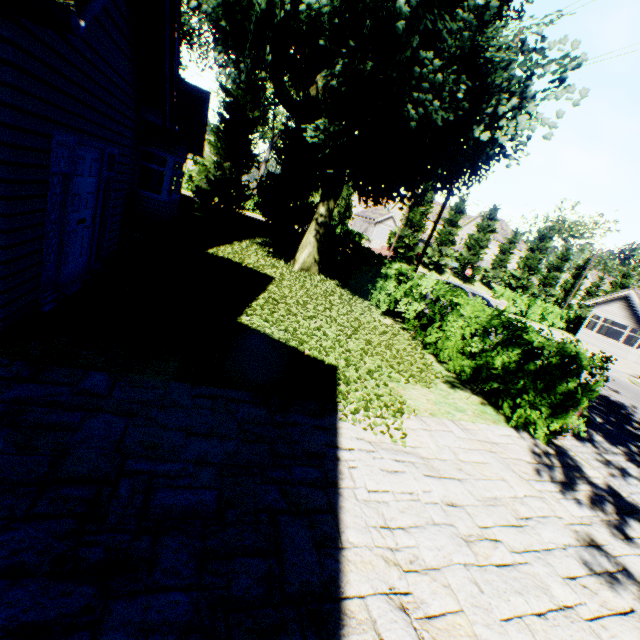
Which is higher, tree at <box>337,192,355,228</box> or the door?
tree at <box>337,192,355,228</box>

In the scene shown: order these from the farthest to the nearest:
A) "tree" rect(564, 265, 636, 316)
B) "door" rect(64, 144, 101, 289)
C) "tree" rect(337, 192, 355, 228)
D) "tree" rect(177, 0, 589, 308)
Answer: "tree" rect(564, 265, 636, 316) → "tree" rect(337, 192, 355, 228) → "tree" rect(177, 0, 589, 308) → "door" rect(64, 144, 101, 289)

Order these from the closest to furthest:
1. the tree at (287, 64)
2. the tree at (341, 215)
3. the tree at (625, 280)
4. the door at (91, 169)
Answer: the door at (91, 169)
the tree at (287, 64)
the tree at (341, 215)
the tree at (625, 280)

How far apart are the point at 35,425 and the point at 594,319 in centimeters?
3740cm

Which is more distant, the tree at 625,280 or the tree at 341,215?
the tree at 625,280

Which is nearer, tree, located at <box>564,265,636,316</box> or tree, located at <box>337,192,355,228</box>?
tree, located at <box>337,192,355,228</box>

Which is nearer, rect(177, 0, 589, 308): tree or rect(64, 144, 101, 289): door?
rect(64, 144, 101, 289): door
